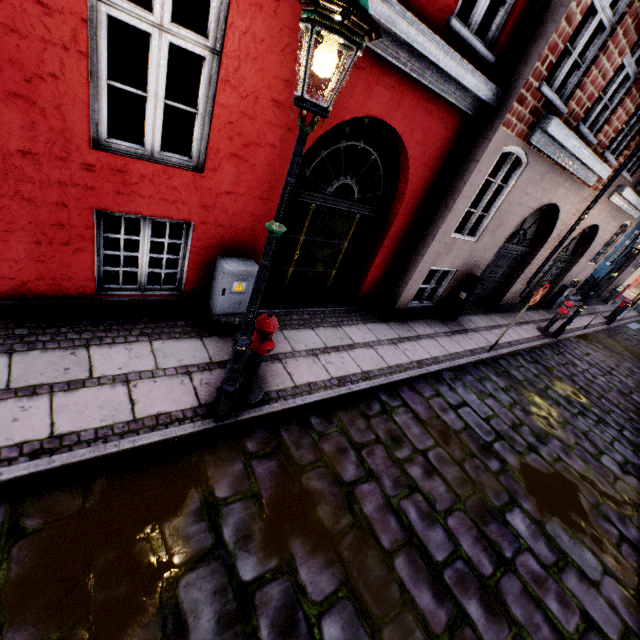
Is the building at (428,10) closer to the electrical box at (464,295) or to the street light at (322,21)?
the electrical box at (464,295)

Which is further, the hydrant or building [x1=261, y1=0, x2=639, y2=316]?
building [x1=261, y1=0, x2=639, y2=316]

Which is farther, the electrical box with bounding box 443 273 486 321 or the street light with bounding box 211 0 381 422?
the electrical box with bounding box 443 273 486 321

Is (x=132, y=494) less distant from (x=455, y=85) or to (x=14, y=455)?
(x=14, y=455)

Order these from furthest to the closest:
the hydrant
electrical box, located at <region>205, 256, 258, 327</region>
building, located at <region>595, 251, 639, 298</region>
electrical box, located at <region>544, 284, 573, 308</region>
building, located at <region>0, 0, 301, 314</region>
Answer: building, located at <region>595, 251, 639, 298</region> → electrical box, located at <region>544, 284, 573, 308</region> → electrical box, located at <region>205, 256, 258, 327</region> → the hydrant → building, located at <region>0, 0, 301, 314</region>

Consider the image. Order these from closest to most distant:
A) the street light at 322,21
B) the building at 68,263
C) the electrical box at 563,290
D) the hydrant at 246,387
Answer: the street light at 322,21, the building at 68,263, the hydrant at 246,387, the electrical box at 563,290

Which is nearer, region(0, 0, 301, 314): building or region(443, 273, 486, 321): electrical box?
region(0, 0, 301, 314): building

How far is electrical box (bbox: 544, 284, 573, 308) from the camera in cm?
1268
